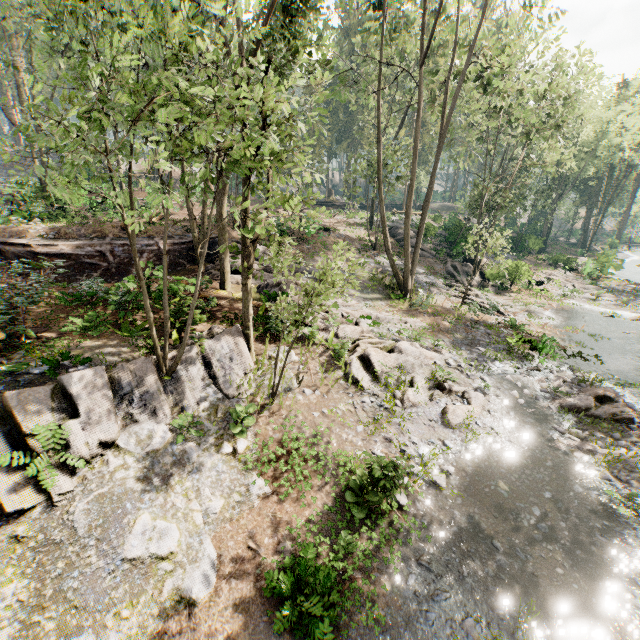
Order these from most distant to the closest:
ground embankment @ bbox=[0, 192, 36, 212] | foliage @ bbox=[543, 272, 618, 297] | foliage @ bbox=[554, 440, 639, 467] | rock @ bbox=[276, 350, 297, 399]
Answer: foliage @ bbox=[543, 272, 618, 297] < ground embankment @ bbox=[0, 192, 36, 212] < rock @ bbox=[276, 350, 297, 399] < foliage @ bbox=[554, 440, 639, 467]

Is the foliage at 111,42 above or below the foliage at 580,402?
above

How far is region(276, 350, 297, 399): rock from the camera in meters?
11.2 m

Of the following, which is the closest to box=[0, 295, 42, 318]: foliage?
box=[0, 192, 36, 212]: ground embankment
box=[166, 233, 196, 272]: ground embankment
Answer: box=[166, 233, 196, 272]: ground embankment

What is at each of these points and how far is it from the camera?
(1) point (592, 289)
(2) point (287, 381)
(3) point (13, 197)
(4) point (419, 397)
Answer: (1) foliage, 31.0m
(2) rock, 11.8m
(3) ground embankment, 20.0m
(4) foliage, 12.2m

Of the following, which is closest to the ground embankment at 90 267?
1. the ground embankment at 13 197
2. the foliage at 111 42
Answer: the foliage at 111 42

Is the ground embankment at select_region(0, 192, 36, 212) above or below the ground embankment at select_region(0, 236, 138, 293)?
above
